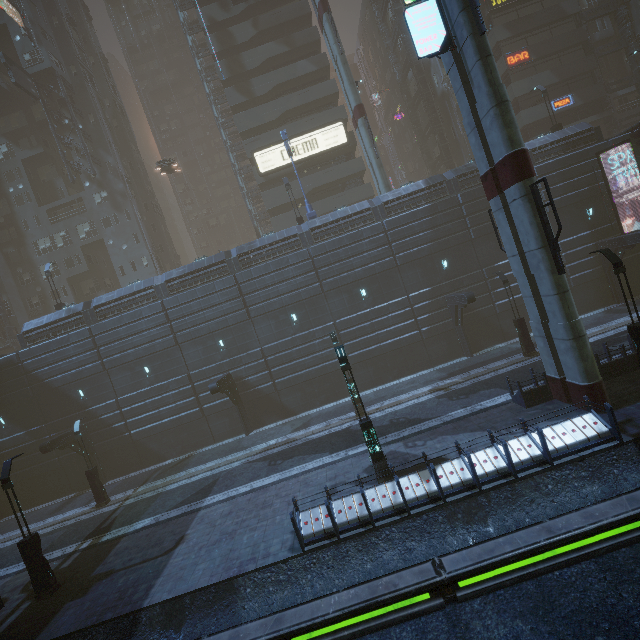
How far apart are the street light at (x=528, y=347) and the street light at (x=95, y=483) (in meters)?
27.97

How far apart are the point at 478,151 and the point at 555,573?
14.3m

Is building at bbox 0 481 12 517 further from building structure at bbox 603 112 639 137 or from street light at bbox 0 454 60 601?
street light at bbox 0 454 60 601

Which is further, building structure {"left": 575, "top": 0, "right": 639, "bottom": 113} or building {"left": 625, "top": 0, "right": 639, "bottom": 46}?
building {"left": 625, "top": 0, "right": 639, "bottom": 46}

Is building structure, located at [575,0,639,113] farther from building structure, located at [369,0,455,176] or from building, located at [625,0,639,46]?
building structure, located at [369,0,455,176]

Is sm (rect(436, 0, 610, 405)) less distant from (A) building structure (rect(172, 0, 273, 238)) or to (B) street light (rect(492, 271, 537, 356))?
(B) street light (rect(492, 271, 537, 356))

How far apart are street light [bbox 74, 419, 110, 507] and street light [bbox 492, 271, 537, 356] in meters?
28.0 m

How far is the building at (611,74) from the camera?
37.6 meters
